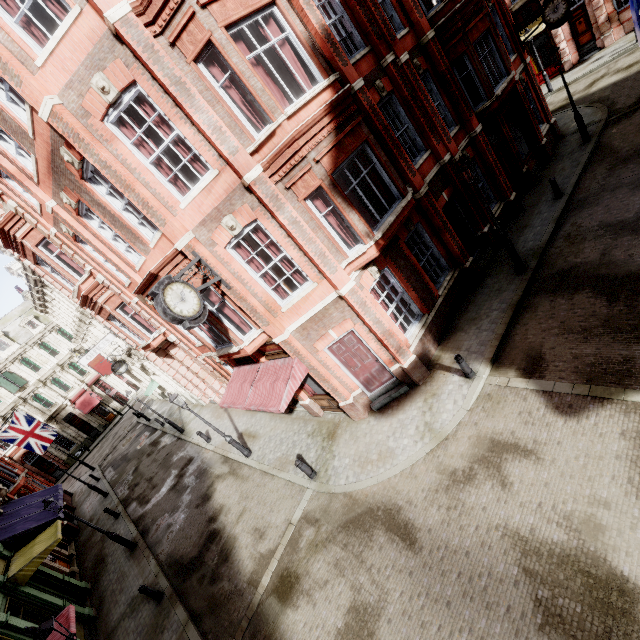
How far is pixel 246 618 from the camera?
9.23m

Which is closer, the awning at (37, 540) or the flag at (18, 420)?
the awning at (37, 540)

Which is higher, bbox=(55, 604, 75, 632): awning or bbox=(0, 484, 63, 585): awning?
bbox=(0, 484, 63, 585): awning

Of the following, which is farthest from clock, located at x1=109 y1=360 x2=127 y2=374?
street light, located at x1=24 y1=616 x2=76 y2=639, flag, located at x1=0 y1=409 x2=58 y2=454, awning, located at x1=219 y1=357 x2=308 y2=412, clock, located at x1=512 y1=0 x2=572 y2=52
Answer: clock, located at x1=512 y1=0 x2=572 y2=52

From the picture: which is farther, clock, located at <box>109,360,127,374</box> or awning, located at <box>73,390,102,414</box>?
awning, located at <box>73,390,102,414</box>

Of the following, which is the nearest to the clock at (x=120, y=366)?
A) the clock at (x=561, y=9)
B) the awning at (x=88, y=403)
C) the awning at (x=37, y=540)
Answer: the awning at (x=37, y=540)

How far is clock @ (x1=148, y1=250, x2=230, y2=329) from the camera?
7.5 meters

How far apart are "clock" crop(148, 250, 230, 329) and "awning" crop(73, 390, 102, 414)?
42.28m
